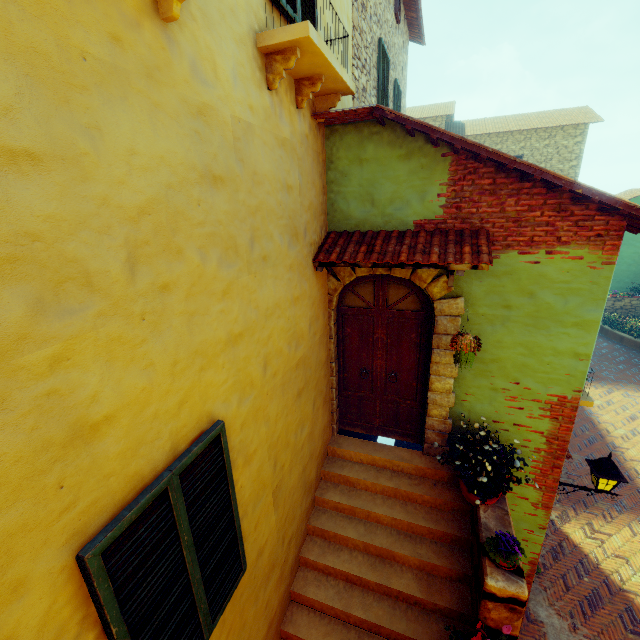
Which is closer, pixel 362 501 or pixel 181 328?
pixel 181 328

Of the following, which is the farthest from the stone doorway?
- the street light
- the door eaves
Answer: the street light

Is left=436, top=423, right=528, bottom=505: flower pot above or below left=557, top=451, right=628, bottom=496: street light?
above

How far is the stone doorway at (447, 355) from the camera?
Answer: 4.4m

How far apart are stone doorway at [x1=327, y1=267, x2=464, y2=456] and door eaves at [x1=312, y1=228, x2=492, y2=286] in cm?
2

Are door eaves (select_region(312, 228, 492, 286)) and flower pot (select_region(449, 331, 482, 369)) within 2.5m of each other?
yes

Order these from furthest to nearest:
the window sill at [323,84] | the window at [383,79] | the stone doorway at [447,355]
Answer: the window at [383,79], the stone doorway at [447,355], the window sill at [323,84]

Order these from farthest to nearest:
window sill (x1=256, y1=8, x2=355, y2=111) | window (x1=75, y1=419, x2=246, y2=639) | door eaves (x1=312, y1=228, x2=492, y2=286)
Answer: door eaves (x1=312, y1=228, x2=492, y2=286) → window sill (x1=256, y1=8, x2=355, y2=111) → window (x1=75, y1=419, x2=246, y2=639)
